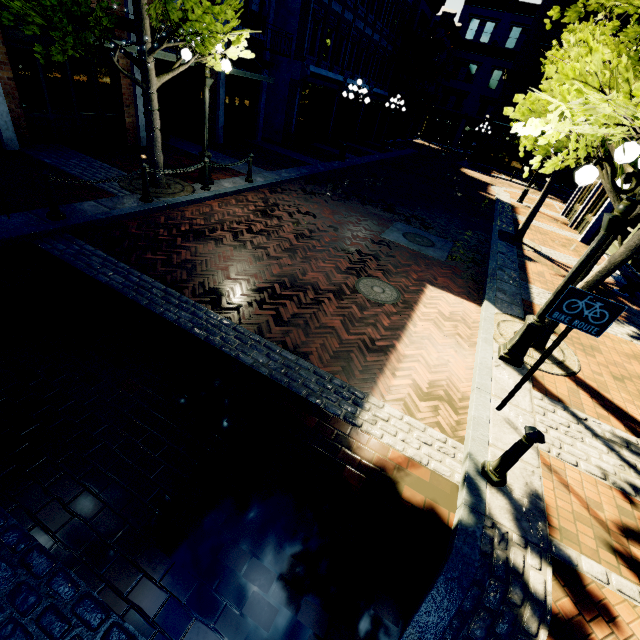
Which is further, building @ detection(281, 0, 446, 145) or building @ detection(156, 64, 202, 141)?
building @ detection(281, 0, 446, 145)

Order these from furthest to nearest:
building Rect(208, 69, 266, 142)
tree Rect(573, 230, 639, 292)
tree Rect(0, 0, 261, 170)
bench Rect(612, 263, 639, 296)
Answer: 1. building Rect(208, 69, 266, 142)
2. bench Rect(612, 263, 639, 296)
3. tree Rect(0, 0, 261, 170)
4. tree Rect(573, 230, 639, 292)

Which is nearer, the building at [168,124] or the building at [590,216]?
the building at [168,124]

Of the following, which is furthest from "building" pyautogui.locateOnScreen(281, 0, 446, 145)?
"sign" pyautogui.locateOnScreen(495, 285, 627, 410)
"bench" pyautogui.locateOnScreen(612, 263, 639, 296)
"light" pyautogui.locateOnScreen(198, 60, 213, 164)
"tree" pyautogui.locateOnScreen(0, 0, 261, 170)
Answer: "sign" pyautogui.locateOnScreen(495, 285, 627, 410)

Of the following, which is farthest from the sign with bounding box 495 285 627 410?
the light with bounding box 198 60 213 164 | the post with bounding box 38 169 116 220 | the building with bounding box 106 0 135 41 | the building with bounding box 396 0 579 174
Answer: the building with bounding box 396 0 579 174

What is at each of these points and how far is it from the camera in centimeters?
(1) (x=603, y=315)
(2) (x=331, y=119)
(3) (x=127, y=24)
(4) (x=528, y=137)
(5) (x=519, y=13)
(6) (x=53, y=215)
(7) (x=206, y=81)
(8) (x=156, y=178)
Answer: (1) sign, 351cm
(2) building, 2097cm
(3) building, 952cm
(4) tree, 1105cm
(5) building, 3609cm
(6) post, 601cm
(7) light, 808cm
(8) tree, 833cm

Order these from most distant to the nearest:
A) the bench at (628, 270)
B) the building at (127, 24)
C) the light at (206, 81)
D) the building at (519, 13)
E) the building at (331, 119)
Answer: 1. the building at (519, 13)
2. the building at (331, 119)
3. the bench at (628, 270)
4. the building at (127, 24)
5. the light at (206, 81)

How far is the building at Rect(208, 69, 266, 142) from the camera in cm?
1348
